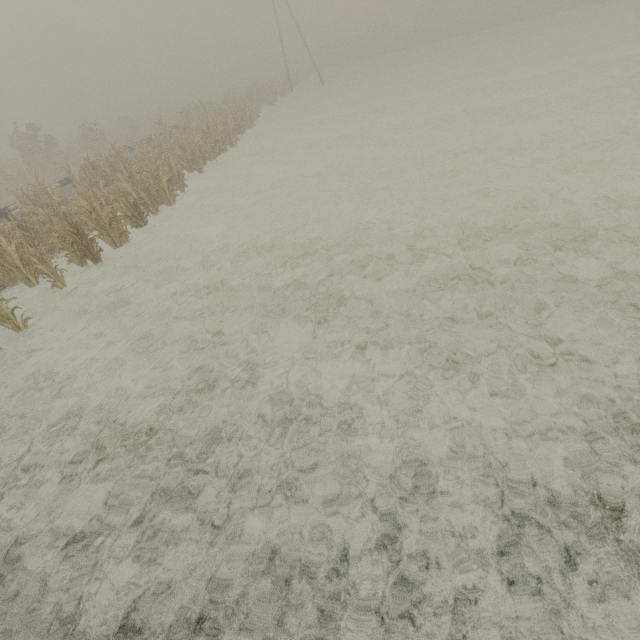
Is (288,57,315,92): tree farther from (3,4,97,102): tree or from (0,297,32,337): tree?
(3,4,97,102): tree

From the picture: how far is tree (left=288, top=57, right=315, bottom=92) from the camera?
41.88m

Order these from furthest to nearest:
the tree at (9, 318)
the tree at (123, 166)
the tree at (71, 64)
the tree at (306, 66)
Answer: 1. the tree at (71, 64)
2. the tree at (306, 66)
3. the tree at (123, 166)
4. the tree at (9, 318)

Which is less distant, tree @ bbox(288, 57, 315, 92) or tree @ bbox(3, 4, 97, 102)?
tree @ bbox(288, 57, 315, 92)

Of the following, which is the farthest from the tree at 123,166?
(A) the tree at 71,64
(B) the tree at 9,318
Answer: (A) the tree at 71,64

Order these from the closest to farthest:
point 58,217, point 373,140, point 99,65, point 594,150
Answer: point 594,150 < point 58,217 < point 373,140 < point 99,65

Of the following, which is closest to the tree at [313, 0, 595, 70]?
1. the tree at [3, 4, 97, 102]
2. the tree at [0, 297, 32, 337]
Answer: the tree at [0, 297, 32, 337]
